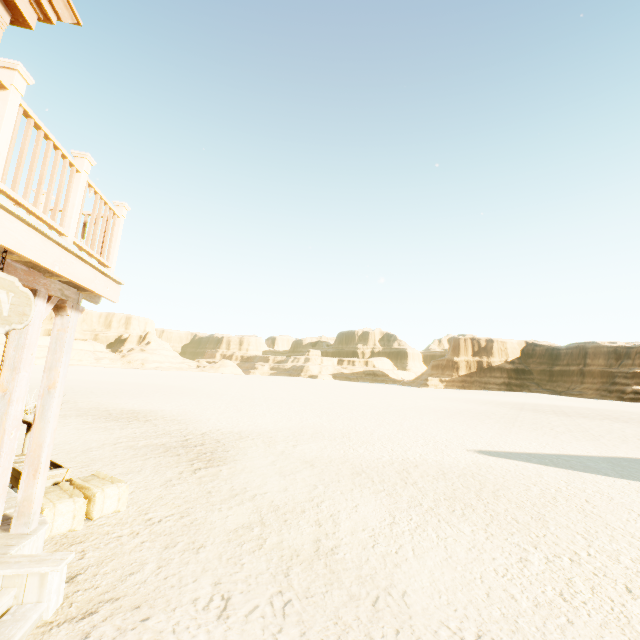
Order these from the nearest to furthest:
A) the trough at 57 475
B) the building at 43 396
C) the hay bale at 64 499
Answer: the building at 43 396 < the hay bale at 64 499 < the trough at 57 475

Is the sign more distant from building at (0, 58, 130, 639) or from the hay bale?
the hay bale

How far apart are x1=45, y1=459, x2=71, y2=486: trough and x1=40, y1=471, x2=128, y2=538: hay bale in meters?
0.2

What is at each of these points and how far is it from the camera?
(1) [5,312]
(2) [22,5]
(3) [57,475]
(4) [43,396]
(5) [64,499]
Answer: (1) sign, 2.6m
(2) building, 4.6m
(3) trough, 5.4m
(4) building, 3.8m
(5) hay bale, 4.5m

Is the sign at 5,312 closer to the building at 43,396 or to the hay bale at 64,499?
the building at 43,396

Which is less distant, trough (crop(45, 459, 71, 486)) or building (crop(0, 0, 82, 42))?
building (crop(0, 0, 82, 42))

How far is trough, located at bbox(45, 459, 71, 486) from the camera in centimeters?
533cm

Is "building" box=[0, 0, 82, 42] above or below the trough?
above
